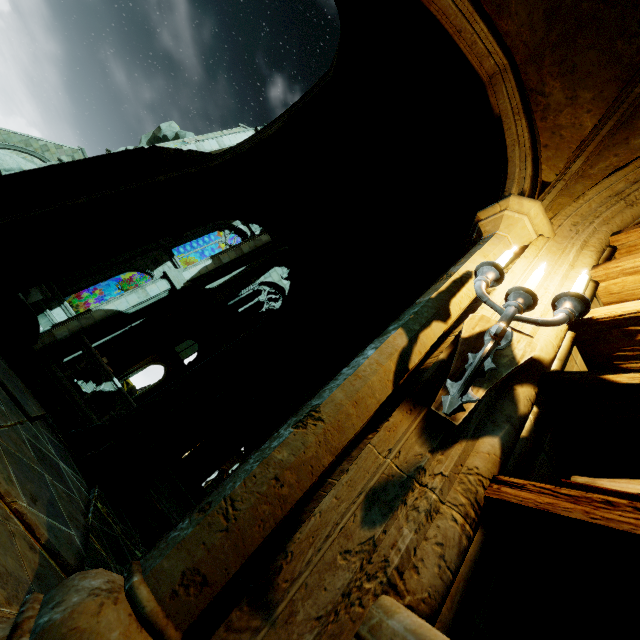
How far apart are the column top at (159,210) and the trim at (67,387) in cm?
948

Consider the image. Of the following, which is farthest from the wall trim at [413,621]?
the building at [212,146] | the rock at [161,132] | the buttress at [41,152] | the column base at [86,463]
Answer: the rock at [161,132]

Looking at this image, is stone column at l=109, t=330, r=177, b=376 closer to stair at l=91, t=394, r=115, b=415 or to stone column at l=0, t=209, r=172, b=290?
stair at l=91, t=394, r=115, b=415

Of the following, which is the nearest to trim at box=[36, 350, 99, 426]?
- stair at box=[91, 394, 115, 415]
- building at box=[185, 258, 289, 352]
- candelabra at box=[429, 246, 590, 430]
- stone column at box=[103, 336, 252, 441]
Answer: stair at box=[91, 394, 115, 415]

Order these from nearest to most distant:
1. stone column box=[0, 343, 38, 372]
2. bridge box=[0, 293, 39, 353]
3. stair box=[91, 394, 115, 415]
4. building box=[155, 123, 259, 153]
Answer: bridge box=[0, 293, 39, 353] < stone column box=[0, 343, 38, 372] < stair box=[91, 394, 115, 415] < building box=[155, 123, 259, 153]

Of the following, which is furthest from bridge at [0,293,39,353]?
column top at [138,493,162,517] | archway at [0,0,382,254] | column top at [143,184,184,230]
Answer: column top at [138,493,162,517]

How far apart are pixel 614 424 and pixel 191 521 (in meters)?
1.49

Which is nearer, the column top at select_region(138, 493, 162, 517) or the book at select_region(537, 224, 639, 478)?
the book at select_region(537, 224, 639, 478)
